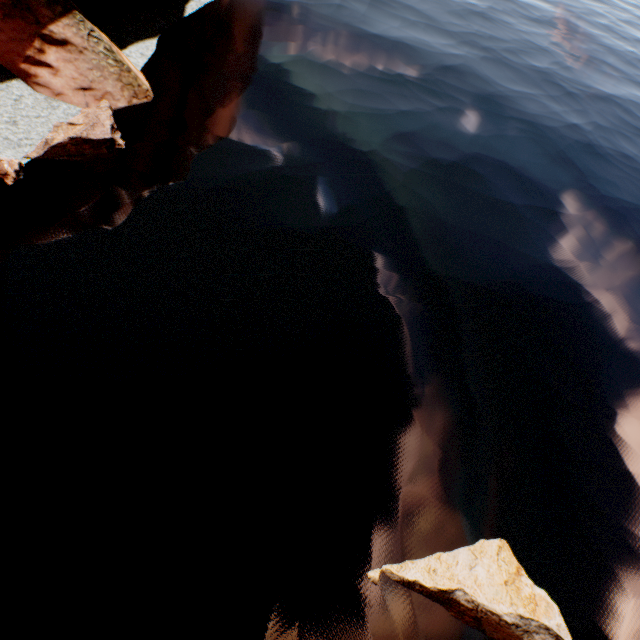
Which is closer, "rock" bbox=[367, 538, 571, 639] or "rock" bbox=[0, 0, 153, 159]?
"rock" bbox=[367, 538, 571, 639]

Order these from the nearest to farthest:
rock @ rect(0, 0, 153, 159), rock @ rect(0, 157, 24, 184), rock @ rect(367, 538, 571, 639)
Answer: rock @ rect(367, 538, 571, 639) → rock @ rect(0, 157, 24, 184) → rock @ rect(0, 0, 153, 159)

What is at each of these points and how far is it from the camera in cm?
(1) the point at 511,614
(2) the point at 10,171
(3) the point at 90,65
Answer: (1) rock, 579
(2) rock, 901
(3) rock, 1126

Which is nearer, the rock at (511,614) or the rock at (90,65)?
the rock at (511,614)

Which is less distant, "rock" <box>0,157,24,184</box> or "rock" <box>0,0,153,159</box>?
"rock" <box>0,157,24,184</box>
